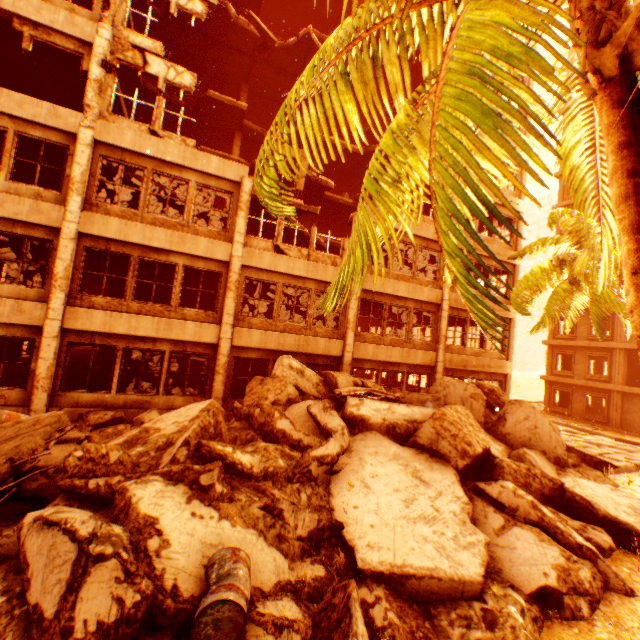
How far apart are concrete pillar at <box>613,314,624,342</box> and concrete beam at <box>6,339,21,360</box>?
38.0 meters

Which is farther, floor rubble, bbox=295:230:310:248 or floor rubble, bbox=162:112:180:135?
floor rubble, bbox=162:112:180:135

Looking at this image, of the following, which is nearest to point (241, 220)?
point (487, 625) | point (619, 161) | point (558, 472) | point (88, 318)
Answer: point (88, 318)

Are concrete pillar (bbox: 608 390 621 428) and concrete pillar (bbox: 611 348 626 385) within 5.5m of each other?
yes

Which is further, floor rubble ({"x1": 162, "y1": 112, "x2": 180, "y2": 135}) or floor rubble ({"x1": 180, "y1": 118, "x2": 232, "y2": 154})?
floor rubble ({"x1": 180, "y1": 118, "x2": 232, "y2": 154})

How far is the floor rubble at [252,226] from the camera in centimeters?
1619cm

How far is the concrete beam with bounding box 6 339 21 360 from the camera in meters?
16.8 m

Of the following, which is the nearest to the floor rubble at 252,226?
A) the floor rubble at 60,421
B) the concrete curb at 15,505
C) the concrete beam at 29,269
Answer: the concrete beam at 29,269
